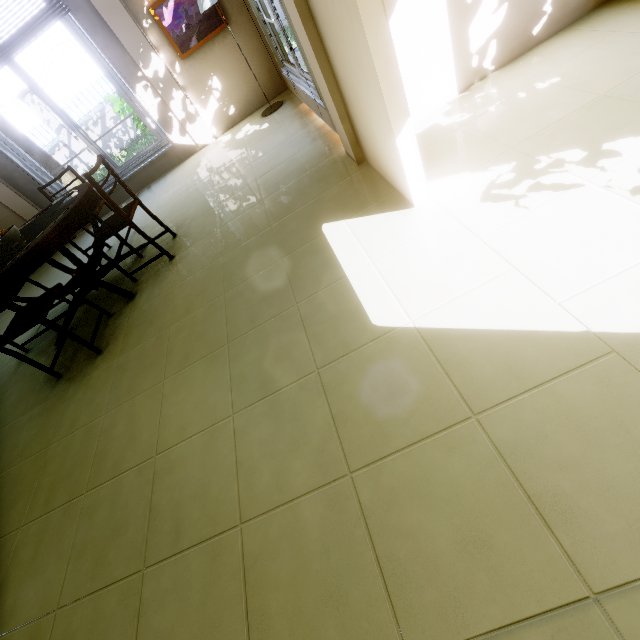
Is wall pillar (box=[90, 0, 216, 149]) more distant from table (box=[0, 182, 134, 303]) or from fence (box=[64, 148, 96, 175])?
Answer: fence (box=[64, 148, 96, 175])

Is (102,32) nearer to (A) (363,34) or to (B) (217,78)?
(B) (217,78)

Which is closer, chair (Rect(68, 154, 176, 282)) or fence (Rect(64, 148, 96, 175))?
chair (Rect(68, 154, 176, 282))

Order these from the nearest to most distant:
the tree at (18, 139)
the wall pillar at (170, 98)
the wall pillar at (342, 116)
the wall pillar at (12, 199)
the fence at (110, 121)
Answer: the wall pillar at (342, 116)
the wall pillar at (170, 98)
the wall pillar at (12, 199)
the tree at (18, 139)
the fence at (110, 121)

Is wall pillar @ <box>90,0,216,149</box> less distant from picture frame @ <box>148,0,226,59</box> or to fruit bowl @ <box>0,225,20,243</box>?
picture frame @ <box>148,0,226,59</box>

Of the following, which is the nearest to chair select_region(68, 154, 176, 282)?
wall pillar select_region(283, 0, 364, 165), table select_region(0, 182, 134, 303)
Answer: table select_region(0, 182, 134, 303)

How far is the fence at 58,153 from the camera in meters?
9.3

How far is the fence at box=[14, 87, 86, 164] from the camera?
9.3 meters
